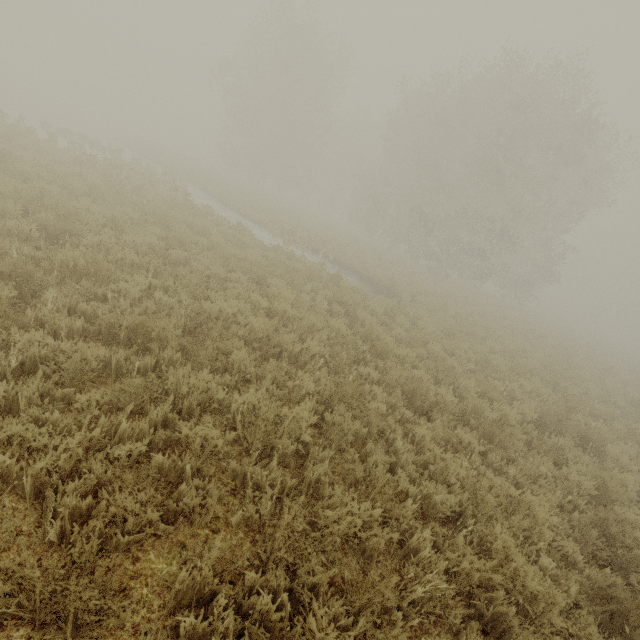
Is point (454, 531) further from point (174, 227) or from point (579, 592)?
point (174, 227)
